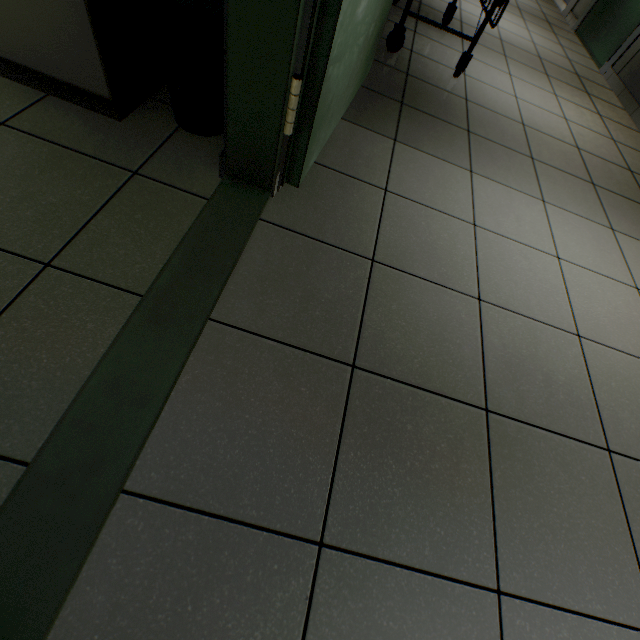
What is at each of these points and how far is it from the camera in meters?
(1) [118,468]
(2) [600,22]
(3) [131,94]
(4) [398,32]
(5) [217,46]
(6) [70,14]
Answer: (1) door, 0.7
(2) door, 4.4
(3) sink, 1.4
(4) emergency stretcher, 2.4
(5) garbage can, 1.3
(6) cabinet, 1.1

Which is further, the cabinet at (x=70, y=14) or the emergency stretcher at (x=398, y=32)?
the emergency stretcher at (x=398, y=32)

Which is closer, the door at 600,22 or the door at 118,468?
the door at 118,468

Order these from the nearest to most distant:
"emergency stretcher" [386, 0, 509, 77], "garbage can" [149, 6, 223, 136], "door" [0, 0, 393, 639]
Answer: "door" [0, 0, 393, 639] < "garbage can" [149, 6, 223, 136] < "emergency stretcher" [386, 0, 509, 77]

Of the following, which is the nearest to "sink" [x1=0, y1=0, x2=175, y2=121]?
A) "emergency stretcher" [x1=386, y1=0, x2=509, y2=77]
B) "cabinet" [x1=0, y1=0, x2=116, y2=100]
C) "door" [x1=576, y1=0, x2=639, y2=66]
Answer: "cabinet" [x1=0, y1=0, x2=116, y2=100]

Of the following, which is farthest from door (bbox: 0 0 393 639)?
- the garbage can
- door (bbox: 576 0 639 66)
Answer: door (bbox: 576 0 639 66)

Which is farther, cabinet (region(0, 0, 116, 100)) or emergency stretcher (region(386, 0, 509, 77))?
emergency stretcher (region(386, 0, 509, 77))

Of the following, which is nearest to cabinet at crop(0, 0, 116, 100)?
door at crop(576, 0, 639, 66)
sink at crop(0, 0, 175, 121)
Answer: sink at crop(0, 0, 175, 121)
